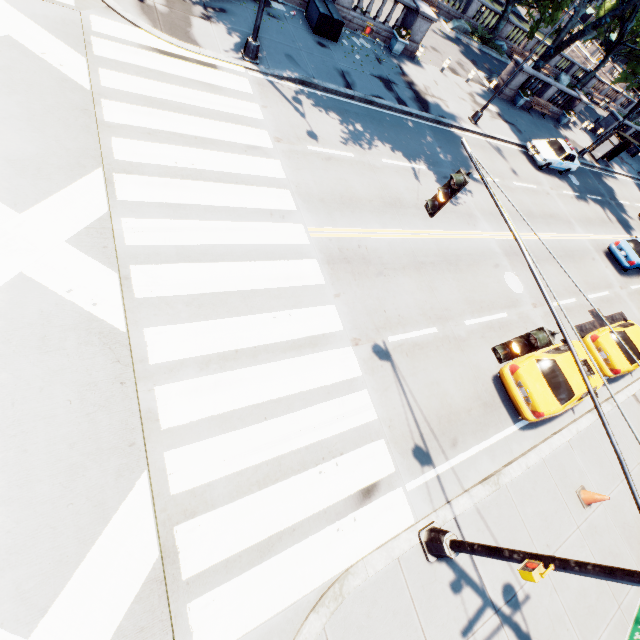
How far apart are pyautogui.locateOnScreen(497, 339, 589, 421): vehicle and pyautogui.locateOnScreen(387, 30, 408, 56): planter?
18.0 meters

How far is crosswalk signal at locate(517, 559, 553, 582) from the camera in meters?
4.7 m

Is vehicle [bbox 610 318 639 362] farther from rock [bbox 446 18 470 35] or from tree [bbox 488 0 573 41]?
rock [bbox 446 18 470 35]

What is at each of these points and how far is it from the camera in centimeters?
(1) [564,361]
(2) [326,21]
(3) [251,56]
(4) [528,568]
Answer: (1) vehicle, 996cm
(2) container, 1504cm
(3) light, 1199cm
(4) crosswalk signal, 488cm

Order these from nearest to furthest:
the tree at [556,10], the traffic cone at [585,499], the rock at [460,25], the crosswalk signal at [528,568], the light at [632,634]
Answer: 1. the light at [632,634]
2. the crosswalk signal at [528,568]
3. the traffic cone at [585,499]
4. the tree at [556,10]
5. the rock at [460,25]

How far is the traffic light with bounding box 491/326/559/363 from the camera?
4.5 meters

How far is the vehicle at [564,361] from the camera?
9.4 meters

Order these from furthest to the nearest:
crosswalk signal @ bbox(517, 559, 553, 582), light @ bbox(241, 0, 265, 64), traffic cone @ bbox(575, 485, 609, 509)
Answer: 1. light @ bbox(241, 0, 265, 64)
2. traffic cone @ bbox(575, 485, 609, 509)
3. crosswalk signal @ bbox(517, 559, 553, 582)
